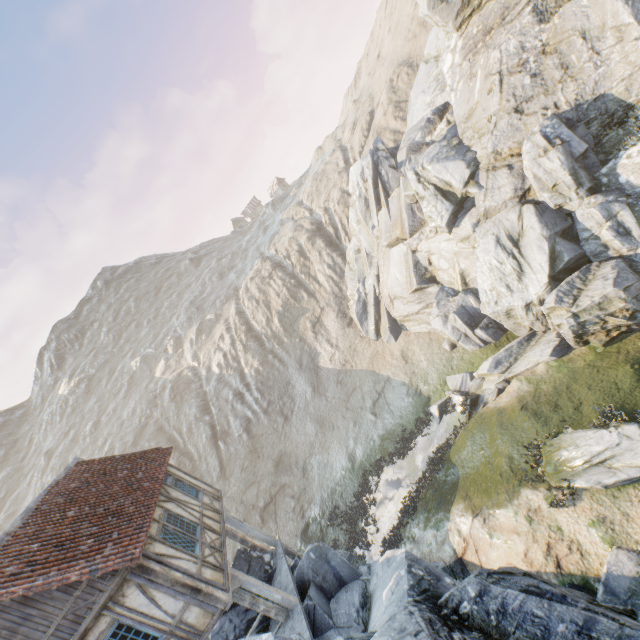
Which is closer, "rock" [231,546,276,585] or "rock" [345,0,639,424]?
"rock" [231,546,276,585]

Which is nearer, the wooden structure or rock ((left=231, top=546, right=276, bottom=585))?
the wooden structure

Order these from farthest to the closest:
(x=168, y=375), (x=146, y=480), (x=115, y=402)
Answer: (x=115, y=402) → (x=168, y=375) → (x=146, y=480)

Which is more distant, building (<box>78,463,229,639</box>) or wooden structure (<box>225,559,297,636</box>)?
wooden structure (<box>225,559,297,636</box>)

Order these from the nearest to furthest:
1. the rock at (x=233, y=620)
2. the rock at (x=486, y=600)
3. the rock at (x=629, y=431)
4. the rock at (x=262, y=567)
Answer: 1. the rock at (x=486, y=600)
2. the rock at (x=233, y=620)
3. the rock at (x=629, y=431)
4. the rock at (x=262, y=567)

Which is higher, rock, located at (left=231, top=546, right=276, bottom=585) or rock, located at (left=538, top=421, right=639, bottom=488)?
rock, located at (left=231, top=546, right=276, bottom=585)

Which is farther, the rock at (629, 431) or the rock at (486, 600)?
the rock at (629, 431)

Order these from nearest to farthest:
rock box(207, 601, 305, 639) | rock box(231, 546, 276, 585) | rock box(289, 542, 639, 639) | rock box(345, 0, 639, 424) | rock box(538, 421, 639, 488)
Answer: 1. rock box(289, 542, 639, 639)
2. rock box(207, 601, 305, 639)
3. rock box(538, 421, 639, 488)
4. rock box(231, 546, 276, 585)
5. rock box(345, 0, 639, 424)
